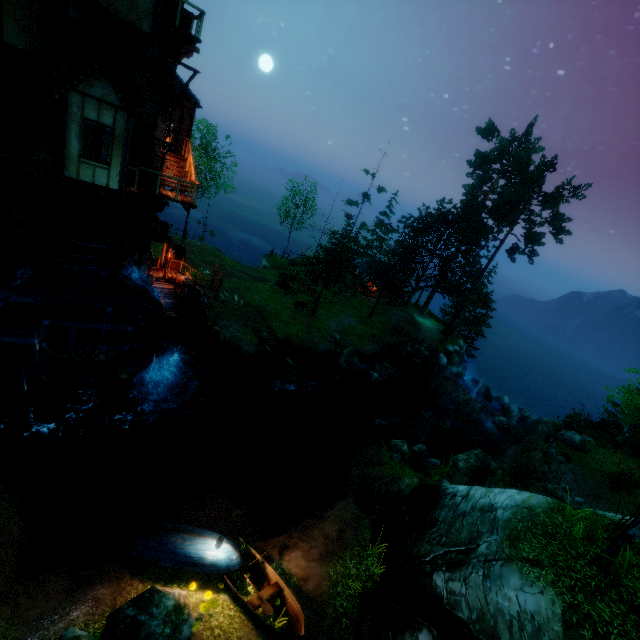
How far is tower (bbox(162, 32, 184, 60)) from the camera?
12.80m

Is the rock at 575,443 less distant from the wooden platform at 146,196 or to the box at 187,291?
the box at 187,291

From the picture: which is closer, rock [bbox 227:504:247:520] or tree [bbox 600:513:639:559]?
tree [bbox 600:513:639:559]

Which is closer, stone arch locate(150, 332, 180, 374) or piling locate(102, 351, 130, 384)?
piling locate(102, 351, 130, 384)

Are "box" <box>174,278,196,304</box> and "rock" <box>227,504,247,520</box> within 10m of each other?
no

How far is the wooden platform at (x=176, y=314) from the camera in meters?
18.7

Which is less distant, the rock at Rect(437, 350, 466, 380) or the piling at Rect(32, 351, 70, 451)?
the piling at Rect(32, 351, 70, 451)

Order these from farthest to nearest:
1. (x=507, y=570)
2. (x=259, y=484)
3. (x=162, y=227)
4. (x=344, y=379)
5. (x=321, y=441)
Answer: (x=344, y=379), (x=321, y=441), (x=259, y=484), (x=162, y=227), (x=507, y=570)
